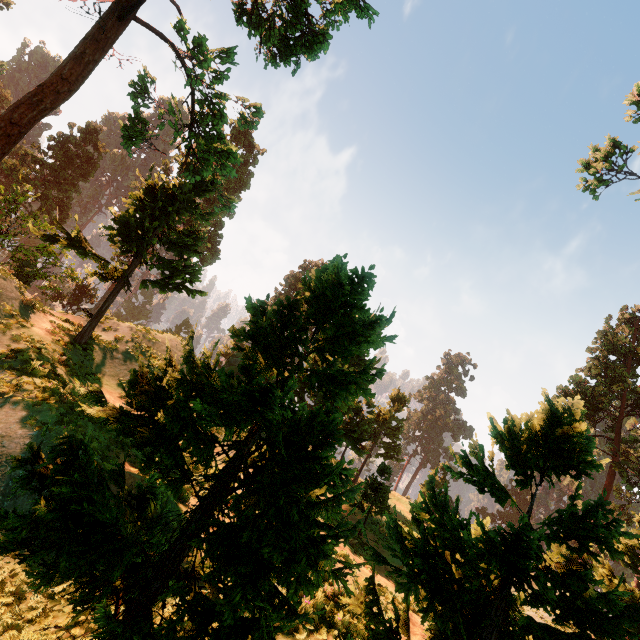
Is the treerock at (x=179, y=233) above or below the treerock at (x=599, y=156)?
below

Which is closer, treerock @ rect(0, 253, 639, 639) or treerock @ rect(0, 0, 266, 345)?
treerock @ rect(0, 253, 639, 639)

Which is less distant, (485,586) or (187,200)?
(485,586)

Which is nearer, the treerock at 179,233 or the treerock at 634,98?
the treerock at 179,233

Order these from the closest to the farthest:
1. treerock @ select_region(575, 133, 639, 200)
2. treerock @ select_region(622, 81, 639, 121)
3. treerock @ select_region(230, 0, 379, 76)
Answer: treerock @ select_region(230, 0, 379, 76), treerock @ select_region(622, 81, 639, 121), treerock @ select_region(575, 133, 639, 200)
